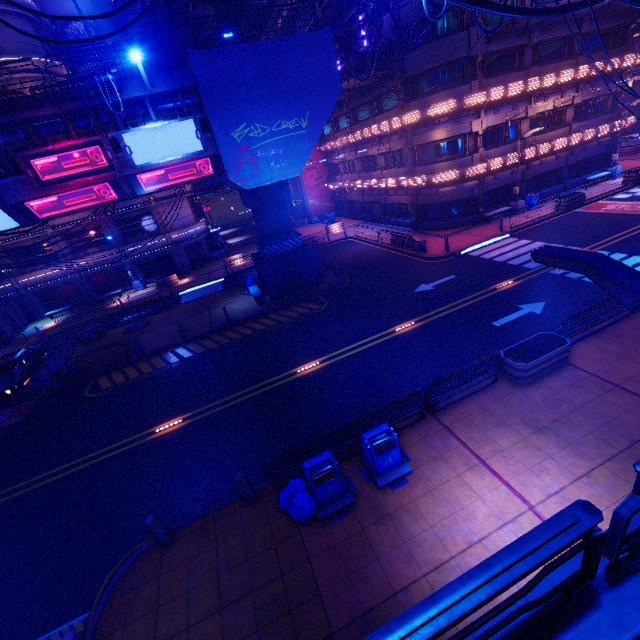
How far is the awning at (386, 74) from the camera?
24.8m

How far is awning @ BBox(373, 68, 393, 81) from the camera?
24.8m

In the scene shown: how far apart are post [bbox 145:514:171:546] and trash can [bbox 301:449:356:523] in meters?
3.7 m

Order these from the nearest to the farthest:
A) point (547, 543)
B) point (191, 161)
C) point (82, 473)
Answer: point (547, 543) → point (82, 473) → point (191, 161)

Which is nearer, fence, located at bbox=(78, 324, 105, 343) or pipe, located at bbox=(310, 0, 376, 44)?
pipe, located at bbox=(310, 0, 376, 44)

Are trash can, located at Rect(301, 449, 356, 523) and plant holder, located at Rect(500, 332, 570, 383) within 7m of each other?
yes

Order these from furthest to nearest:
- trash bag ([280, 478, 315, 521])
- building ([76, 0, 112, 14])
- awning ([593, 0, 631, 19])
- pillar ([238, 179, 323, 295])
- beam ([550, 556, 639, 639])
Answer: building ([76, 0, 112, 14])
awning ([593, 0, 631, 19])
pillar ([238, 179, 323, 295])
trash bag ([280, 478, 315, 521])
beam ([550, 556, 639, 639])

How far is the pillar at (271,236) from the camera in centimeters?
2053cm
